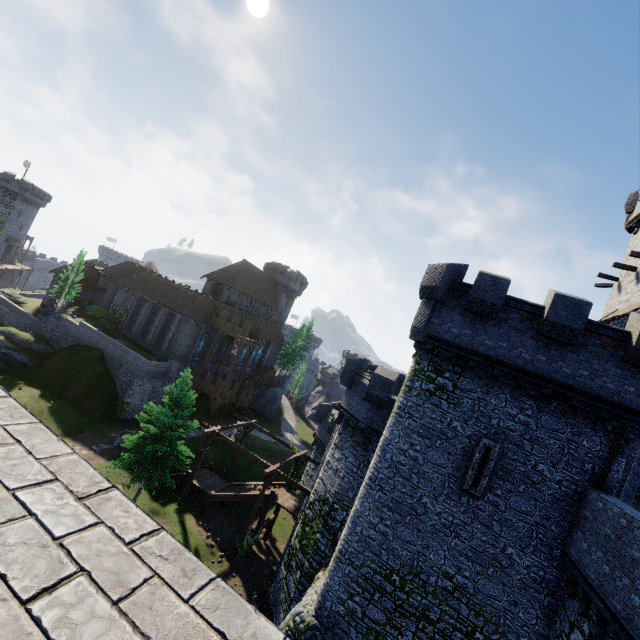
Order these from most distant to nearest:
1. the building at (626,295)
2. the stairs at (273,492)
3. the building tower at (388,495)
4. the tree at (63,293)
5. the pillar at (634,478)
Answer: the tree at (63,293) < the stairs at (273,492) < the building at (626,295) < the pillar at (634,478) < the building tower at (388,495)

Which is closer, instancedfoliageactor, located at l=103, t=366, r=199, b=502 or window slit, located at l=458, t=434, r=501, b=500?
window slit, located at l=458, t=434, r=501, b=500

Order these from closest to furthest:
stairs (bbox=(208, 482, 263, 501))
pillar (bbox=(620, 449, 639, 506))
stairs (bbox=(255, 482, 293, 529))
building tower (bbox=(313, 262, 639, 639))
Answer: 1. building tower (bbox=(313, 262, 639, 639))
2. pillar (bbox=(620, 449, 639, 506))
3. stairs (bbox=(255, 482, 293, 529))
4. stairs (bbox=(208, 482, 263, 501))

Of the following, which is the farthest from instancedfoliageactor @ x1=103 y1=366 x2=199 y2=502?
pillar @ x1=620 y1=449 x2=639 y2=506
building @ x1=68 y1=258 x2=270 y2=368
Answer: pillar @ x1=620 y1=449 x2=639 y2=506

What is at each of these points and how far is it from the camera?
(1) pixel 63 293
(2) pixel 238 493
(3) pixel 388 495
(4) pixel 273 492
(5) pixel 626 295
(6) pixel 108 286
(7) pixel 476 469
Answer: (1) tree, 45.2m
(2) stairs, 25.9m
(3) building tower, 14.7m
(4) stairs, 24.9m
(5) building, 22.4m
(6) building, 52.1m
(7) window slit, 13.6m

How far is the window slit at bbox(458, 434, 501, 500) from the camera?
13.4 meters

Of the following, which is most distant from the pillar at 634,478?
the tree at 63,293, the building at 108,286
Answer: the tree at 63,293

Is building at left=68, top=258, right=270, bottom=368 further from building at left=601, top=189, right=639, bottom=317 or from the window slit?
building at left=601, top=189, right=639, bottom=317
